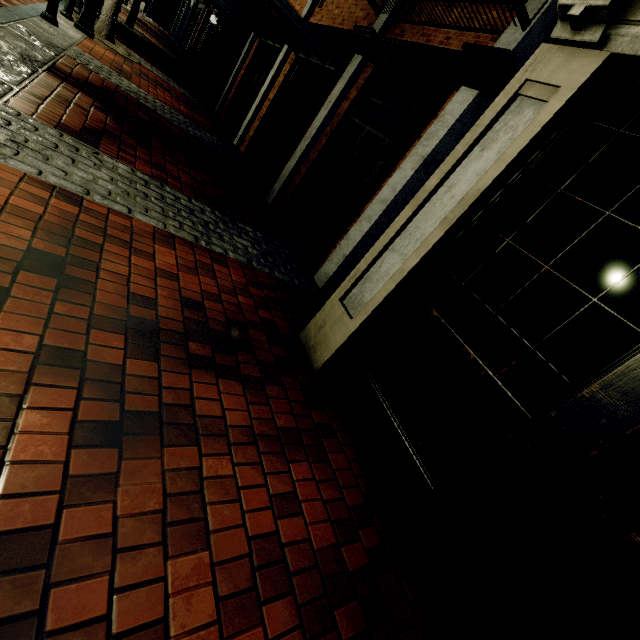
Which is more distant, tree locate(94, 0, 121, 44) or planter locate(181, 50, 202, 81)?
planter locate(181, 50, 202, 81)

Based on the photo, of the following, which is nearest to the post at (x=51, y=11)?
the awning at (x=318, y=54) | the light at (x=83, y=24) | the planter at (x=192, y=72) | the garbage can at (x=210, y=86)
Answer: the light at (x=83, y=24)

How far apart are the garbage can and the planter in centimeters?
337cm

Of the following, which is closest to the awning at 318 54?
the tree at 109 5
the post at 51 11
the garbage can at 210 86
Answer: the tree at 109 5

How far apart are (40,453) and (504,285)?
2.7m

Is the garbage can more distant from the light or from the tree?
the light

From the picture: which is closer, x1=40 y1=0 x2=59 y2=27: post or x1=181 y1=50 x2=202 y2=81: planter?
x1=40 y1=0 x2=59 y2=27: post

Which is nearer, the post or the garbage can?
the post
